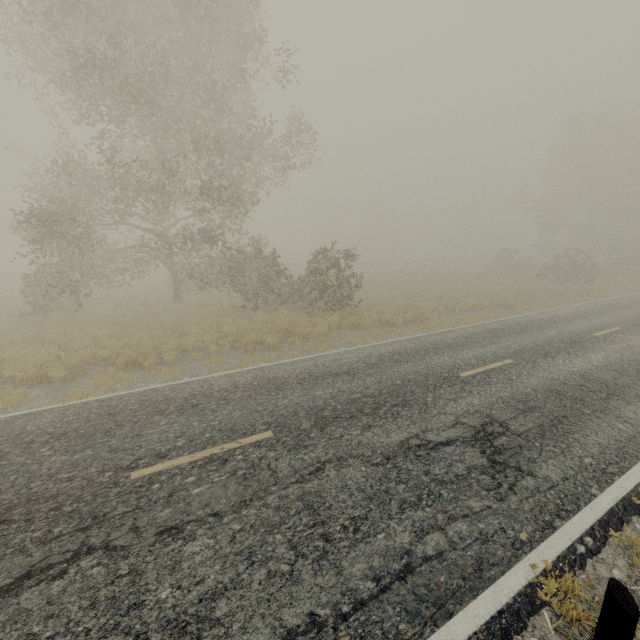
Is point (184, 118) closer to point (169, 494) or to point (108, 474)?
point (108, 474)

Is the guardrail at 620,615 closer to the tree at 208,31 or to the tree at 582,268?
the tree at 208,31

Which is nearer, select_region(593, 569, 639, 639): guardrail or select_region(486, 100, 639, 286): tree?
select_region(593, 569, 639, 639): guardrail

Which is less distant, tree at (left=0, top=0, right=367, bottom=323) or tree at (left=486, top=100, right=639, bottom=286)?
tree at (left=0, top=0, right=367, bottom=323)

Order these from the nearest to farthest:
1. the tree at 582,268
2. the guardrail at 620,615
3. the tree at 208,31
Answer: the guardrail at 620,615, the tree at 208,31, the tree at 582,268

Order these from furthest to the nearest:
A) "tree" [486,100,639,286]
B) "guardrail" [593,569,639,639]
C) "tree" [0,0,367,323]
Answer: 1. "tree" [486,100,639,286]
2. "tree" [0,0,367,323]
3. "guardrail" [593,569,639,639]

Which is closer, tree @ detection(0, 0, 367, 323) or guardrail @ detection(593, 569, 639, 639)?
guardrail @ detection(593, 569, 639, 639)

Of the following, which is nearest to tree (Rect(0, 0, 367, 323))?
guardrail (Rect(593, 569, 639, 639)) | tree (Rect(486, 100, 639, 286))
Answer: guardrail (Rect(593, 569, 639, 639))
